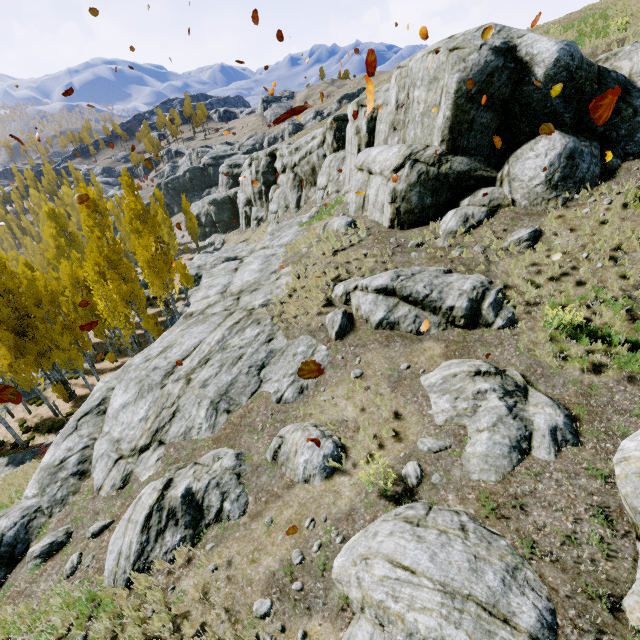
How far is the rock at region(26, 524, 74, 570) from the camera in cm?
831

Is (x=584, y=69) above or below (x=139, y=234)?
above

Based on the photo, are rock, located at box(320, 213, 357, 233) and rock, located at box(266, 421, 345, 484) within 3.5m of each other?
no

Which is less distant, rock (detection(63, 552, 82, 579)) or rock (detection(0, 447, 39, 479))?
rock (detection(63, 552, 82, 579))

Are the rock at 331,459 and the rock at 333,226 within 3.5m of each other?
no

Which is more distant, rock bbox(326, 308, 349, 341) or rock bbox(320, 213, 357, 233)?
rock bbox(320, 213, 357, 233)

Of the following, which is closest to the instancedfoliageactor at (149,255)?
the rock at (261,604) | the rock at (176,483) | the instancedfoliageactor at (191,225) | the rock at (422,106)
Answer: the rock at (422,106)
